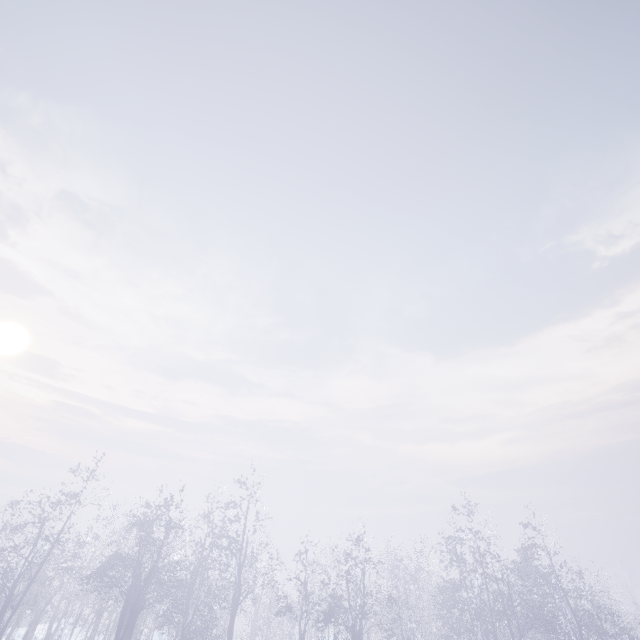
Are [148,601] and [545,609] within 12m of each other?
no
